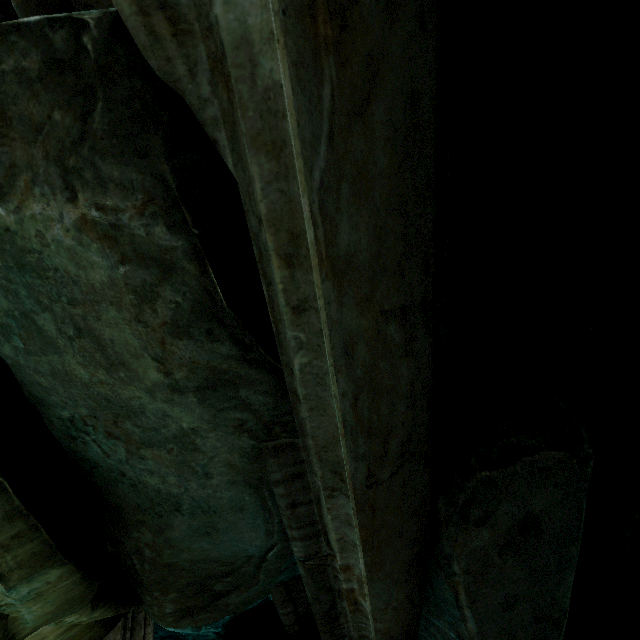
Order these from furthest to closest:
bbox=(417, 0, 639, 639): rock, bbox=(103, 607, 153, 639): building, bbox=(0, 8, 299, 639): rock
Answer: bbox=(103, 607, 153, 639): building
bbox=(417, 0, 639, 639): rock
bbox=(0, 8, 299, 639): rock

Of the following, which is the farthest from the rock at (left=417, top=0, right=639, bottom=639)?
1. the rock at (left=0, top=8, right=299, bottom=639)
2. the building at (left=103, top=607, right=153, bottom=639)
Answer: the rock at (left=0, top=8, right=299, bottom=639)

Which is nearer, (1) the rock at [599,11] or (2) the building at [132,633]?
(1) the rock at [599,11]

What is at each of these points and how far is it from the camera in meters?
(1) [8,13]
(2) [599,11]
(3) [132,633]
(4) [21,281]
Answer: (1) stone column, 1.3
(2) rock, 1.4
(3) building, 2.5
(4) rock, 1.0

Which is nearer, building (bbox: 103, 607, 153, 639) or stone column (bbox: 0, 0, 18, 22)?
stone column (bbox: 0, 0, 18, 22)

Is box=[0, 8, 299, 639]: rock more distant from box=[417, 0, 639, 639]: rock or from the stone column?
box=[417, 0, 639, 639]: rock

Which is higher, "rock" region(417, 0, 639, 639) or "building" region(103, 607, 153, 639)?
"rock" region(417, 0, 639, 639)

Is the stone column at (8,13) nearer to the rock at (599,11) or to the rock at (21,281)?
the rock at (21,281)
